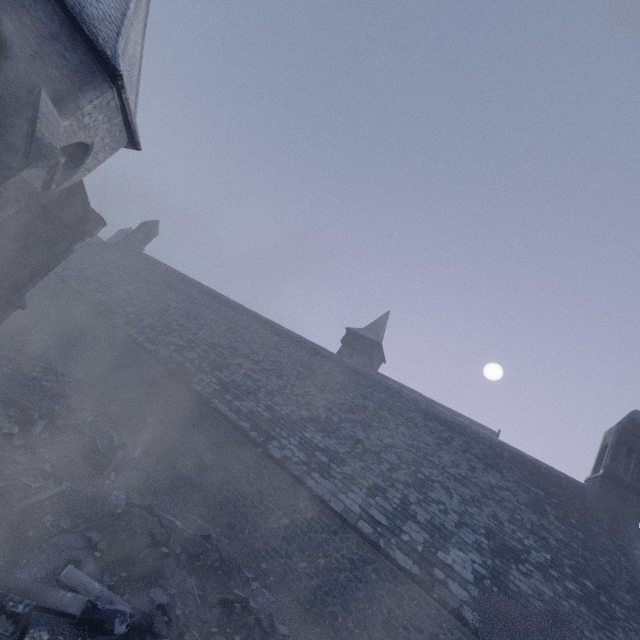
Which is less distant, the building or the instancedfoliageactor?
the instancedfoliageactor

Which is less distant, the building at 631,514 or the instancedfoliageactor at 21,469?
the instancedfoliageactor at 21,469

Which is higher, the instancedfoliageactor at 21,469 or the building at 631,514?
the building at 631,514

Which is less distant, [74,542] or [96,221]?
[74,542]

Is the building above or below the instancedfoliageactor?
above
